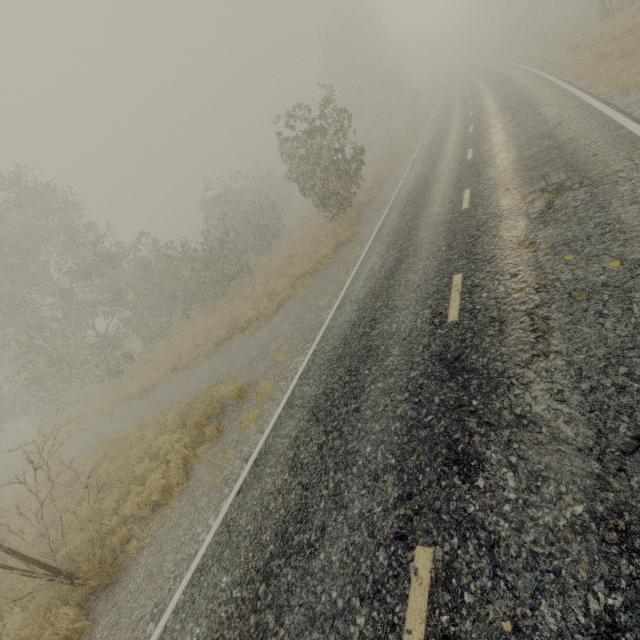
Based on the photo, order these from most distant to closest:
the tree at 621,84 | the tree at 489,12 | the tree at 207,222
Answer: the tree at 489,12 < the tree at 621,84 < the tree at 207,222

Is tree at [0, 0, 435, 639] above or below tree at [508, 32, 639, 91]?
above

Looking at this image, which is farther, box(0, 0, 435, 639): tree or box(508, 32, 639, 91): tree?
box(508, 32, 639, 91): tree

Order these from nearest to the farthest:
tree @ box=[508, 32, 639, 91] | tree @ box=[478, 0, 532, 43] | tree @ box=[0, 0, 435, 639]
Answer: tree @ box=[0, 0, 435, 639] → tree @ box=[508, 32, 639, 91] → tree @ box=[478, 0, 532, 43]

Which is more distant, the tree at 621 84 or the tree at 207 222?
the tree at 621 84

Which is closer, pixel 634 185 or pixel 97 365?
pixel 634 185

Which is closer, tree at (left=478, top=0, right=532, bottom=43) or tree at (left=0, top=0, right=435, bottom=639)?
tree at (left=0, top=0, right=435, bottom=639)
